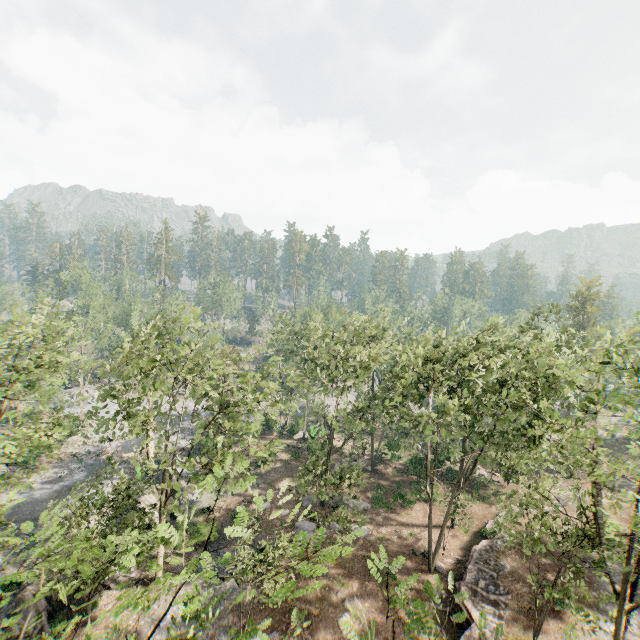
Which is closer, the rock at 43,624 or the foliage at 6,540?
the foliage at 6,540

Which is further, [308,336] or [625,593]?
[308,336]

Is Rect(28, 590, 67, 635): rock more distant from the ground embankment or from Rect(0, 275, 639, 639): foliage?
the ground embankment

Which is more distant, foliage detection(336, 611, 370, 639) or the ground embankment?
the ground embankment

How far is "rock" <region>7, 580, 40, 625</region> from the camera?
19.47m

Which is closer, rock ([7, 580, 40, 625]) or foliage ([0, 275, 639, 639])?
foliage ([0, 275, 639, 639])

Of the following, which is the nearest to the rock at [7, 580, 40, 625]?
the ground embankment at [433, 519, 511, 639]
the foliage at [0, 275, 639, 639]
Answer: the foliage at [0, 275, 639, 639]

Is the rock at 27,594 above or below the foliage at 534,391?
below
